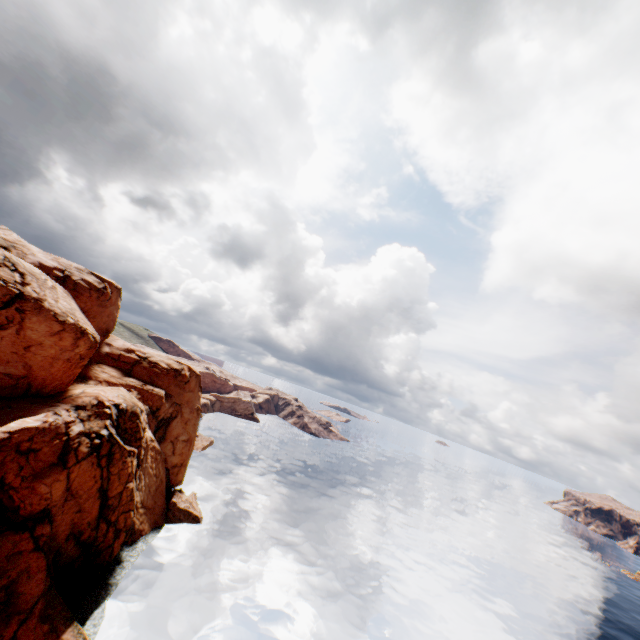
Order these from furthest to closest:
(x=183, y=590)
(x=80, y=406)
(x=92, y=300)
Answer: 1. (x=92, y=300)
2. (x=183, y=590)
3. (x=80, y=406)
